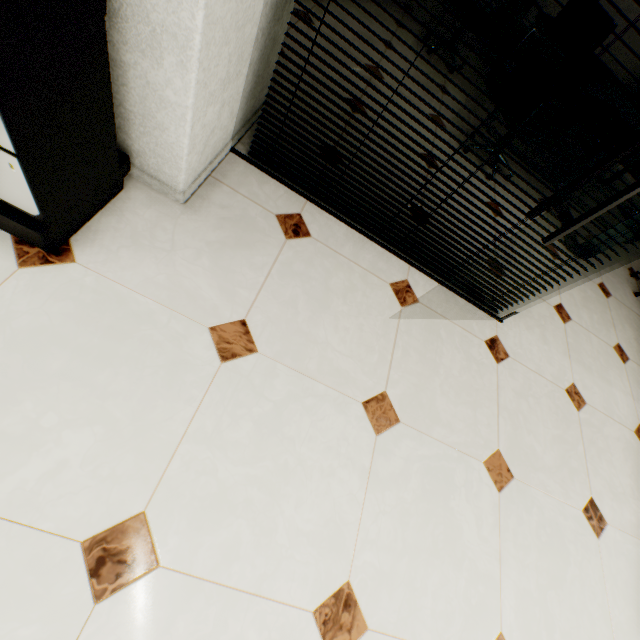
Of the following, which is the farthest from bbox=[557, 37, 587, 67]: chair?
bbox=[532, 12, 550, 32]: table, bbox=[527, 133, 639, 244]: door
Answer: bbox=[527, 133, 639, 244]: door

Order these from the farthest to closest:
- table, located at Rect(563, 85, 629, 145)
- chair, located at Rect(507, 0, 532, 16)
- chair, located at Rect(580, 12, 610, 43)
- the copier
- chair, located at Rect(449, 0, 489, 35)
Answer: chair, located at Rect(507, 0, 532, 16) < chair, located at Rect(449, 0, 489, 35) < table, located at Rect(563, 85, 629, 145) < chair, located at Rect(580, 12, 610, 43) < the copier

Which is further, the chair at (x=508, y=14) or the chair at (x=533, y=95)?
the chair at (x=508, y=14)

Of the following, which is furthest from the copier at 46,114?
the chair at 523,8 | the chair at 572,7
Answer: the chair at 523,8

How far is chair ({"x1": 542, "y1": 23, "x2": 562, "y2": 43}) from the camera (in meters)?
2.34

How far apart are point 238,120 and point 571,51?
2.43m

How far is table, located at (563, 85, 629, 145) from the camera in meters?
2.7 m

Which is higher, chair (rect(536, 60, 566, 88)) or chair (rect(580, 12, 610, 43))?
chair (rect(580, 12, 610, 43))
